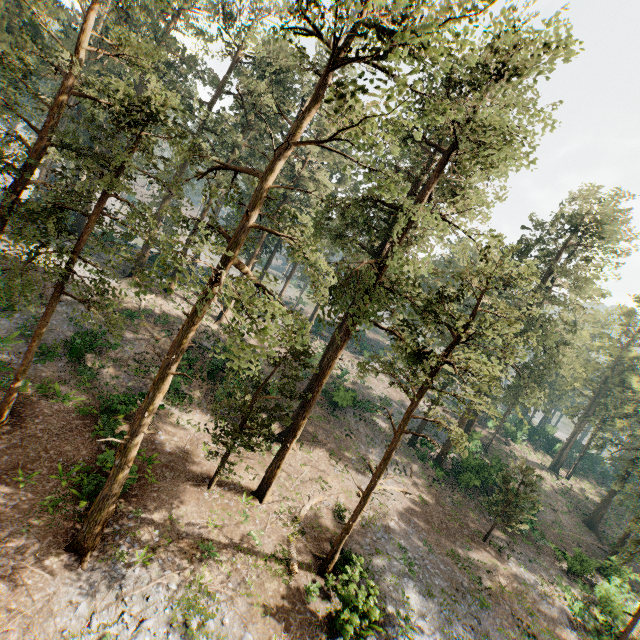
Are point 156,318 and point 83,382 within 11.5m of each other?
yes
